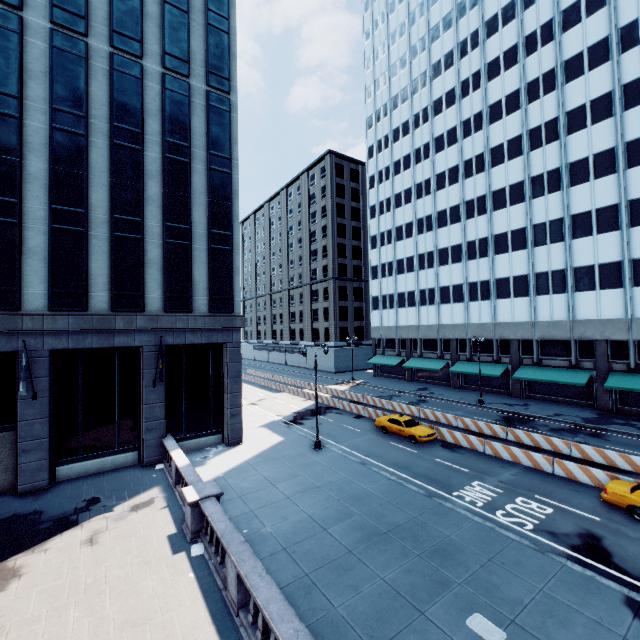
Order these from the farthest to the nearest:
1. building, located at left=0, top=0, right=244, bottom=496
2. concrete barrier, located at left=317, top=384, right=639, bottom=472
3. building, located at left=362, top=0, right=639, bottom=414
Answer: building, located at left=362, top=0, right=639, bottom=414 → concrete barrier, located at left=317, top=384, right=639, bottom=472 → building, located at left=0, top=0, right=244, bottom=496

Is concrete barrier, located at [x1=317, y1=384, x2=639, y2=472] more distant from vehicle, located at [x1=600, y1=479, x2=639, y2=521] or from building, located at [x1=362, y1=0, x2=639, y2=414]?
building, located at [x1=362, y1=0, x2=639, y2=414]

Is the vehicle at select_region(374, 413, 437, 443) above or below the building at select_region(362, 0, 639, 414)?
below

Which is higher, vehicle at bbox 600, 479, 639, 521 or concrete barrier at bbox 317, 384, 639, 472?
vehicle at bbox 600, 479, 639, 521

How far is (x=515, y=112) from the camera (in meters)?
37.97

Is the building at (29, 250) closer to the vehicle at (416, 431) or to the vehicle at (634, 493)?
the vehicle at (416, 431)

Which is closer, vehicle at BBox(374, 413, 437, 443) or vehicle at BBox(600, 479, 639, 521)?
vehicle at BBox(600, 479, 639, 521)

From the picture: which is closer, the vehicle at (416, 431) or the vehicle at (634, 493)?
the vehicle at (634, 493)
